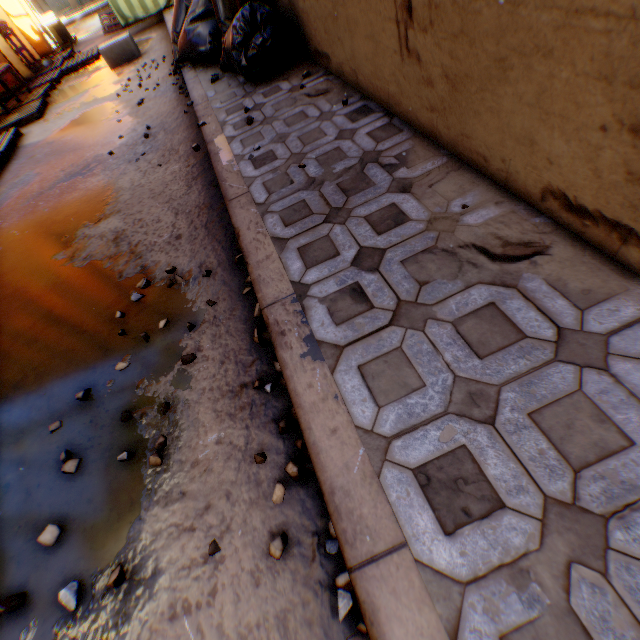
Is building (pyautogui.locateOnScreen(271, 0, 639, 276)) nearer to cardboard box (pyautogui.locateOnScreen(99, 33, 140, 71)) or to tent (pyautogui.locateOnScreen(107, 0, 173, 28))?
tent (pyautogui.locateOnScreen(107, 0, 173, 28))

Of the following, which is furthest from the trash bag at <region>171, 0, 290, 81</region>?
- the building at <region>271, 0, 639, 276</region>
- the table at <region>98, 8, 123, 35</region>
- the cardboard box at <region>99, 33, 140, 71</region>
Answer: the table at <region>98, 8, 123, 35</region>

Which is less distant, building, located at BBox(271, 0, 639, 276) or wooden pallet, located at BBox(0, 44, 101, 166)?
building, located at BBox(271, 0, 639, 276)

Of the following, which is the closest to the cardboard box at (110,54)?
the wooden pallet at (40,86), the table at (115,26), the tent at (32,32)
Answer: the tent at (32,32)

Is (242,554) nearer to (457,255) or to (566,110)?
(457,255)

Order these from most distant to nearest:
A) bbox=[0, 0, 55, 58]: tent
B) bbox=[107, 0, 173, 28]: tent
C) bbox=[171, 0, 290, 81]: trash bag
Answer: bbox=[0, 0, 55, 58]: tent, bbox=[107, 0, 173, 28]: tent, bbox=[171, 0, 290, 81]: trash bag

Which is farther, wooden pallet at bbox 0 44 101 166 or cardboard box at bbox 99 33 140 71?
cardboard box at bbox 99 33 140 71

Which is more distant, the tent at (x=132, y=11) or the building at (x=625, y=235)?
the tent at (x=132, y=11)
